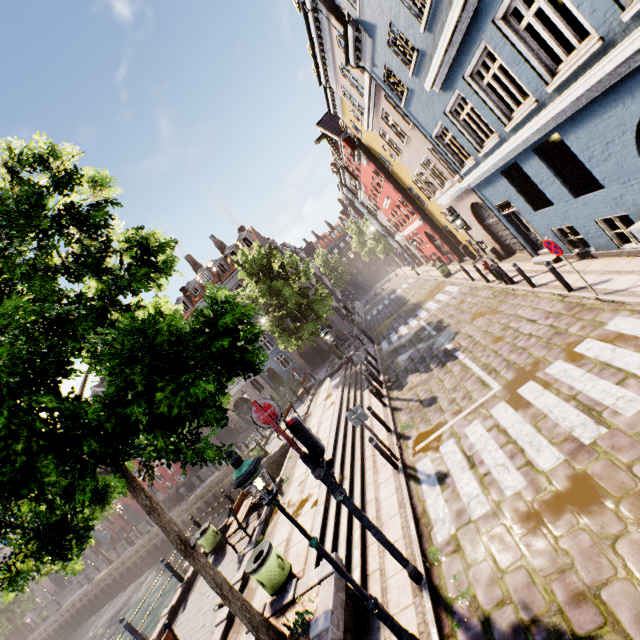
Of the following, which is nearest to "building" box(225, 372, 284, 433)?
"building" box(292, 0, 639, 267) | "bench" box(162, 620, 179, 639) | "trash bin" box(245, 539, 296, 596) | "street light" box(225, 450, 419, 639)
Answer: "building" box(292, 0, 639, 267)

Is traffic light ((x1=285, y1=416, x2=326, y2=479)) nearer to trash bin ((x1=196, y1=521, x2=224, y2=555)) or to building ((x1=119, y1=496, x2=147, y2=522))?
trash bin ((x1=196, y1=521, x2=224, y2=555))

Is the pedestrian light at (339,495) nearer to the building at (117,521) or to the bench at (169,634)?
the bench at (169,634)

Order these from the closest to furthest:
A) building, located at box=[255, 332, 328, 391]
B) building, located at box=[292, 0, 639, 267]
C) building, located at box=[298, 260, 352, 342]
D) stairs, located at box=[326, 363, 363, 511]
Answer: building, located at box=[292, 0, 639, 267], stairs, located at box=[326, 363, 363, 511], building, located at box=[298, 260, 352, 342], building, located at box=[255, 332, 328, 391]

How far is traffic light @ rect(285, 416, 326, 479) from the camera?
5.29m

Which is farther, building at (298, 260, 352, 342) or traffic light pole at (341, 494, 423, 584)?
building at (298, 260, 352, 342)

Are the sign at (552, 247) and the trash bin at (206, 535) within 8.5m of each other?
no

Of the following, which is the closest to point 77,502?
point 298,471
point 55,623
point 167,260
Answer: point 167,260
